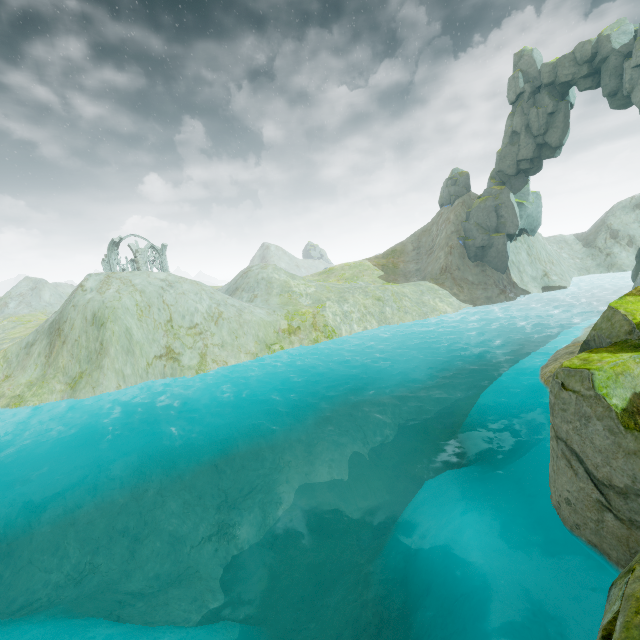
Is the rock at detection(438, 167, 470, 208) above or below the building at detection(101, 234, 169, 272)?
above

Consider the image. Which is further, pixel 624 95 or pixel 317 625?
pixel 624 95

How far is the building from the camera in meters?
50.2

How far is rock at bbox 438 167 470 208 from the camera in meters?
48.7 m

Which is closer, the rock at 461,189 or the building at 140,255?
the rock at 461,189

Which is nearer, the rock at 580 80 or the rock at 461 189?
the rock at 580 80

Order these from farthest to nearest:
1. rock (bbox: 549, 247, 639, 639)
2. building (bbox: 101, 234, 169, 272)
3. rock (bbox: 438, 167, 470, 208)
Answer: building (bbox: 101, 234, 169, 272), rock (bbox: 438, 167, 470, 208), rock (bbox: 549, 247, 639, 639)

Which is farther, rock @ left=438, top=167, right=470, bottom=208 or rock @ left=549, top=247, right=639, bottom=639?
rock @ left=438, top=167, right=470, bottom=208
